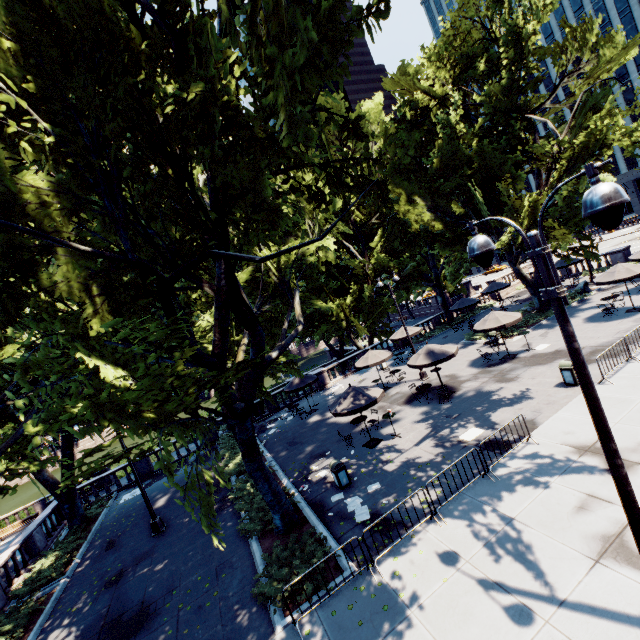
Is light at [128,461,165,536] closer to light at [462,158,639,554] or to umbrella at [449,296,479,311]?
light at [462,158,639,554]

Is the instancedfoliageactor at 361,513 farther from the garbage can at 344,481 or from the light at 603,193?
the light at 603,193

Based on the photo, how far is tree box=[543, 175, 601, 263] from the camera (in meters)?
20.64

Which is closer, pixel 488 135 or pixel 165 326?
pixel 165 326

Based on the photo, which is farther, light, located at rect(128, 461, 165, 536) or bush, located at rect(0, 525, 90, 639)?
light, located at rect(128, 461, 165, 536)

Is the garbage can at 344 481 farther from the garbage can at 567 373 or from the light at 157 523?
the garbage can at 567 373

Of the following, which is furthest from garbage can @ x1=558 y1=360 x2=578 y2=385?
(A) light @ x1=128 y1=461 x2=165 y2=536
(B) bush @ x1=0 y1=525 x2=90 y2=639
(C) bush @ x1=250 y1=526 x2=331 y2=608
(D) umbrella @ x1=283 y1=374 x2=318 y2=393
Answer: (B) bush @ x1=0 y1=525 x2=90 y2=639

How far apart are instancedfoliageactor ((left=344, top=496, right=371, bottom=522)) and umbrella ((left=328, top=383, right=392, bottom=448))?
3.20m
